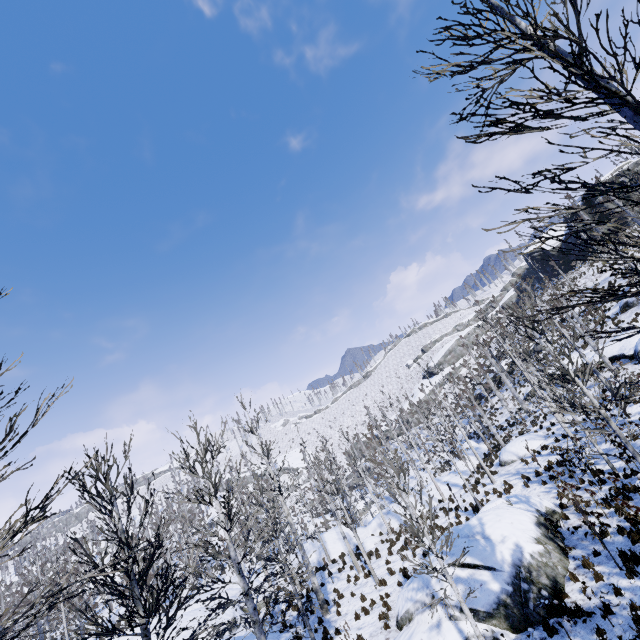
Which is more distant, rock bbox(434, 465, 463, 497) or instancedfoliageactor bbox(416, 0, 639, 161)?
rock bbox(434, 465, 463, 497)

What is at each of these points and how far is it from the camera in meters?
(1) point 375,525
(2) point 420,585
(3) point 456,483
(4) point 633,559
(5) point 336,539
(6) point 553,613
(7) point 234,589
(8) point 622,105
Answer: (1) rock, 27.8
(2) rock, 11.7
(3) rock, 28.6
(4) instancedfoliageactor, 9.3
(5) rock, 27.2
(6) instancedfoliageactor, 8.6
(7) rock, 23.8
(8) instancedfoliageactor, 2.5

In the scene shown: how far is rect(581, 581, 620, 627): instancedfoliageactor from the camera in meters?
7.9 m

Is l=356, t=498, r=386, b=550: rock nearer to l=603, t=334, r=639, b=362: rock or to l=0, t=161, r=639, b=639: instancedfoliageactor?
l=0, t=161, r=639, b=639: instancedfoliageactor

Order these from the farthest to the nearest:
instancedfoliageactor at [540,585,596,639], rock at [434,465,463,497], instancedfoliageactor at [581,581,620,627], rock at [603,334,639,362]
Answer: rock at [434,465,463,497], rock at [603,334,639,362], instancedfoliageactor at [540,585,596,639], instancedfoliageactor at [581,581,620,627]

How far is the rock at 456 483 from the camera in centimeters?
2707cm

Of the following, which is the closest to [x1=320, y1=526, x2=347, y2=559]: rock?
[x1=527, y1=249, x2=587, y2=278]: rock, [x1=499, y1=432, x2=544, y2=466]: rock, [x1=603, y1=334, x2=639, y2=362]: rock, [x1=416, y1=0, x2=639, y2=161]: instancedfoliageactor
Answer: [x1=499, y1=432, x2=544, y2=466]: rock
